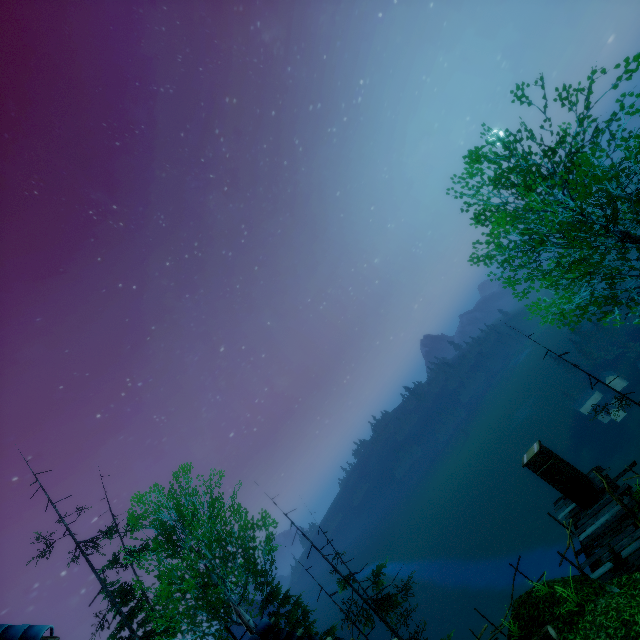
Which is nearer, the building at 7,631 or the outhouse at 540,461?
the building at 7,631

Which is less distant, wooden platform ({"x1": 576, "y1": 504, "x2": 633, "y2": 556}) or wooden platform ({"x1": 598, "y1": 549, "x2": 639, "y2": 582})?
wooden platform ({"x1": 598, "y1": 549, "x2": 639, "y2": 582})

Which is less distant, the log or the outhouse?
the log

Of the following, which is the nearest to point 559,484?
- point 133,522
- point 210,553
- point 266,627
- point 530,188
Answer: point 530,188

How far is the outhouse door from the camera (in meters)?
13.61

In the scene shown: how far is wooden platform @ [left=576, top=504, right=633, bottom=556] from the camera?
11.75m

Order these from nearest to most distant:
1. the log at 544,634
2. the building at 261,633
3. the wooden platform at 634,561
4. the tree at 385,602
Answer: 1. the building at 261,633
2. the log at 544,634
3. the wooden platform at 634,561
4. the tree at 385,602

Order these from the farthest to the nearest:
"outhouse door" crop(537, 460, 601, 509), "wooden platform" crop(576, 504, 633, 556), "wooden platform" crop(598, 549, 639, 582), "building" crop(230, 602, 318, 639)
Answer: "outhouse door" crop(537, 460, 601, 509) < "wooden platform" crop(576, 504, 633, 556) < "wooden platform" crop(598, 549, 639, 582) < "building" crop(230, 602, 318, 639)
